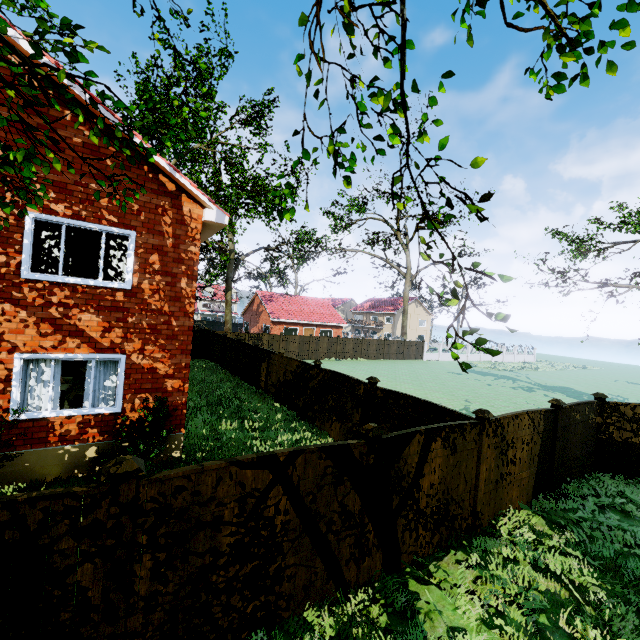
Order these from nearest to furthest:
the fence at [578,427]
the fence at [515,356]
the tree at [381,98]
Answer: the tree at [381,98]
the fence at [578,427]
the fence at [515,356]

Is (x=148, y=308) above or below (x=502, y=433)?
above

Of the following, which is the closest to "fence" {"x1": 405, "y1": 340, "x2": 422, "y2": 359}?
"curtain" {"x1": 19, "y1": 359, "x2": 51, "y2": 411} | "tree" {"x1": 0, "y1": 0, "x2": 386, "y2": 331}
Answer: "tree" {"x1": 0, "y1": 0, "x2": 386, "y2": 331}

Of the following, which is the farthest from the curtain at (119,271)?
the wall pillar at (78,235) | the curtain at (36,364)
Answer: the wall pillar at (78,235)

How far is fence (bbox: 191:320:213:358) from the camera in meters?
25.8 m

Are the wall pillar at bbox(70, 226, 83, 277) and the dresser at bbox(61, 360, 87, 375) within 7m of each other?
yes

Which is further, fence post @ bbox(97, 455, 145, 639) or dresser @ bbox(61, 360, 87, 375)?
dresser @ bbox(61, 360, 87, 375)

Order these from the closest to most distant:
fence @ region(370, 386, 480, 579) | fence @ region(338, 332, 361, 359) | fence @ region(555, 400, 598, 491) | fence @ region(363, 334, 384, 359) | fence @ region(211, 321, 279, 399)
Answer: fence @ region(370, 386, 480, 579) < fence @ region(555, 400, 598, 491) < fence @ region(211, 321, 279, 399) < fence @ region(338, 332, 361, 359) < fence @ region(363, 334, 384, 359)
